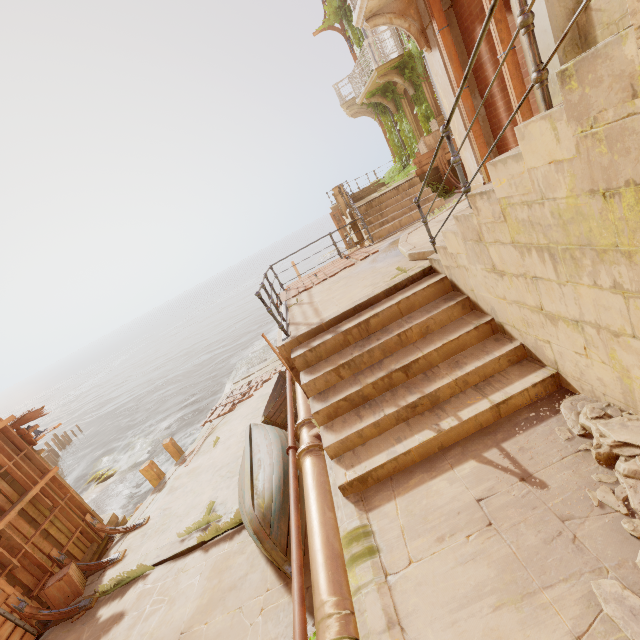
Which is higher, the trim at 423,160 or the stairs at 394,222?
the trim at 423,160

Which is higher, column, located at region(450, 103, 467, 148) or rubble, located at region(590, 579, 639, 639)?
column, located at region(450, 103, 467, 148)

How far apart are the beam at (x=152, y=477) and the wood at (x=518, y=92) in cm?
1433

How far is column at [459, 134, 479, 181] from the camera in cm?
694

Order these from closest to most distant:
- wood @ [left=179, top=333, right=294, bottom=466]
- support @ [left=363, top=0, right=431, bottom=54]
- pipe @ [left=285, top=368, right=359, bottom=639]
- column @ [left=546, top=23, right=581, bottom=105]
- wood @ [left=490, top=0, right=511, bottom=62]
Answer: pipe @ [left=285, top=368, right=359, bottom=639], column @ [left=546, top=23, right=581, bottom=105], wood @ [left=490, top=0, right=511, bottom=62], support @ [left=363, top=0, right=431, bottom=54], wood @ [left=179, top=333, right=294, bottom=466]

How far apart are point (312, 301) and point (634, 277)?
5.78m

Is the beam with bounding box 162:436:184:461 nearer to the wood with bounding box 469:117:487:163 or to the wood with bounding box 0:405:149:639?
the wood with bounding box 0:405:149:639

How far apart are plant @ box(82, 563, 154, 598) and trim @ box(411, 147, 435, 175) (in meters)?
14.13
